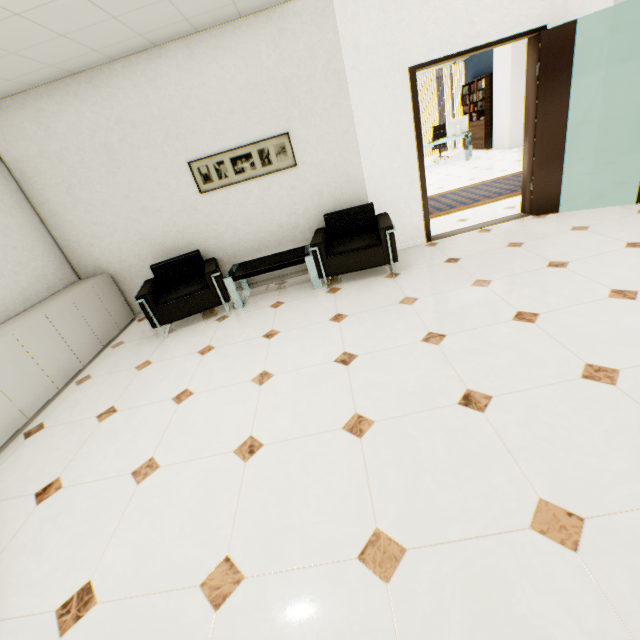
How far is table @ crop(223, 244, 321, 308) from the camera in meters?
4.1

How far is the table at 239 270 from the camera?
4.08m

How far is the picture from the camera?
4.06m

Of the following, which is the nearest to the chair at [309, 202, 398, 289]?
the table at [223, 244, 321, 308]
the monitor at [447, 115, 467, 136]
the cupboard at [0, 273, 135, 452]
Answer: the table at [223, 244, 321, 308]

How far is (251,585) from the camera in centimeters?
144cm

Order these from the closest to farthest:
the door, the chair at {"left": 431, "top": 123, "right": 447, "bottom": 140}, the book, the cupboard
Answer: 1. the cupboard
2. the door
3. the book
4. the chair at {"left": 431, "top": 123, "right": 447, "bottom": 140}

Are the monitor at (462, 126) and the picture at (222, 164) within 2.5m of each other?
no

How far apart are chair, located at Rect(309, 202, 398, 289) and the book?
9.8 meters
